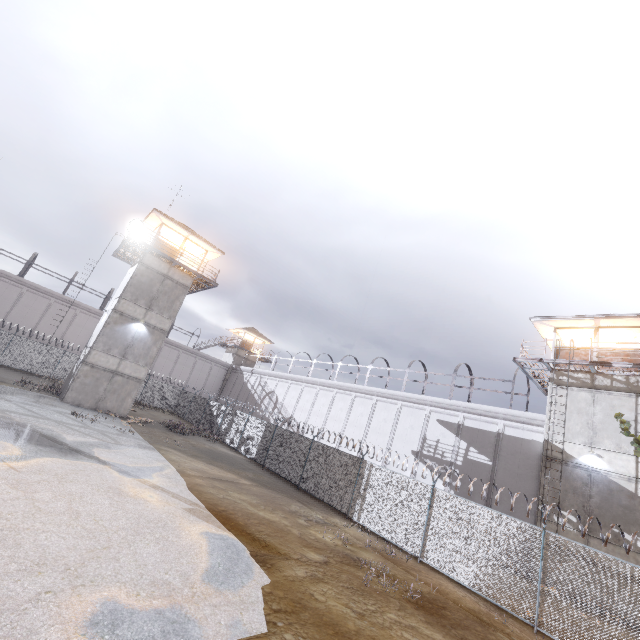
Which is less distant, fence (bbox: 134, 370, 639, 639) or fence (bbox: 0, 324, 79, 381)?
fence (bbox: 134, 370, 639, 639)

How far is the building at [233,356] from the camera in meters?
47.8 m

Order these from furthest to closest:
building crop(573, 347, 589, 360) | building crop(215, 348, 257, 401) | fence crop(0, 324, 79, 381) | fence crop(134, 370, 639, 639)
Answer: building crop(215, 348, 257, 401) < fence crop(0, 324, 79, 381) < building crop(573, 347, 589, 360) < fence crop(134, 370, 639, 639)

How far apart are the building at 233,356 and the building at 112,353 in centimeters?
2362cm

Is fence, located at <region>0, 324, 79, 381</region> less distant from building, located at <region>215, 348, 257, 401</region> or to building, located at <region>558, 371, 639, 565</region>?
building, located at <region>558, 371, 639, 565</region>

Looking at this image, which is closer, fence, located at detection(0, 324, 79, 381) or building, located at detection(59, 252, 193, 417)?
building, located at detection(59, 252, 193, 417)

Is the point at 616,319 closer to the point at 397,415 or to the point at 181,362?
the point at 397,415

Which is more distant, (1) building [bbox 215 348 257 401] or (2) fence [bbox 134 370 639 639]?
(1) building [bbox 215 348 257 401]
